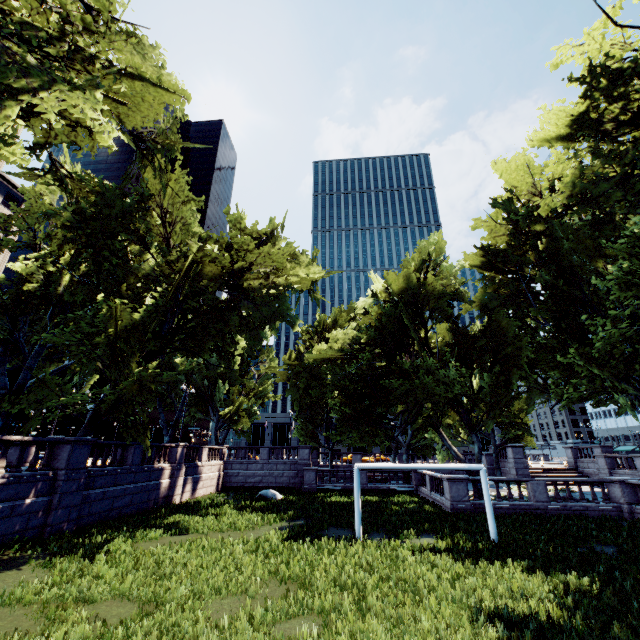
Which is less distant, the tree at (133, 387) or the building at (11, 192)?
the tree at (133, 387)

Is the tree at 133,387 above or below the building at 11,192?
below

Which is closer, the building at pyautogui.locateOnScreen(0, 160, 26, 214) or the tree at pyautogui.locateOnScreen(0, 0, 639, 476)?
the tree at pyautogui.locateOnScreen(0, 0, 639, 476)

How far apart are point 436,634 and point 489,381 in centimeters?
1723cm

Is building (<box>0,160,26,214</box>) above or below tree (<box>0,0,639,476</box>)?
above
